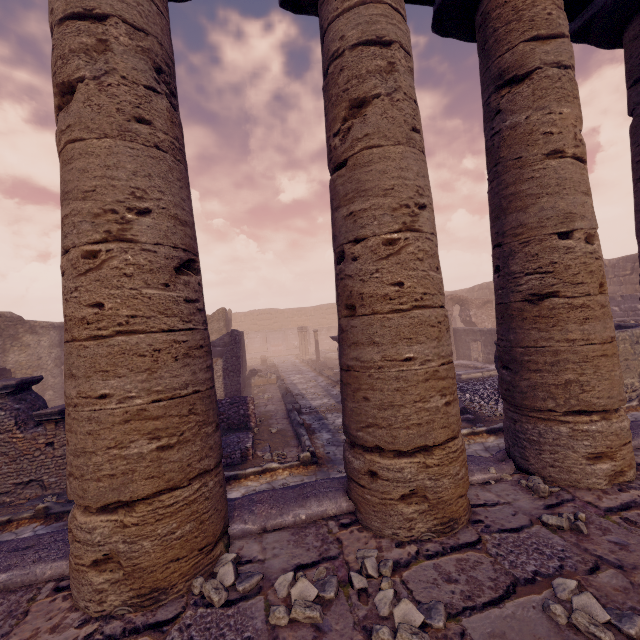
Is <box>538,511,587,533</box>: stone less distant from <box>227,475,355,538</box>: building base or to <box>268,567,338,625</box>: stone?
<box>227,475,355,538</box>: building base

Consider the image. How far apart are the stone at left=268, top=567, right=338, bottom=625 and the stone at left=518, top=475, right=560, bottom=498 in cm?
203

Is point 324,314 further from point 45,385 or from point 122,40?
point 122,40

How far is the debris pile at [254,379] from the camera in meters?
16.4

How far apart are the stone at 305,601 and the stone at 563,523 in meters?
1.7

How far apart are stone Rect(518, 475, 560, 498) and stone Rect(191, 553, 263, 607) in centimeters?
252cm

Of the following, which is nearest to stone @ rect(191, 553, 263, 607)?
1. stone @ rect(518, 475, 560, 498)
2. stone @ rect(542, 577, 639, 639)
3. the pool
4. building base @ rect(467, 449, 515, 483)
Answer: building base @ rect(467, 449, 515, 483)

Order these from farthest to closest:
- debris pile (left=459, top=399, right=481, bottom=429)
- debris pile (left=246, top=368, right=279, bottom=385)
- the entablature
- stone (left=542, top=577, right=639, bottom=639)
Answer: debris pile (left=246, top=368, right=279, bottom=385) < debris pile (left=459, top=399, right=481, bottom=429) < the entablature < stone (left=542, top=577, right=639, bottom=639)
